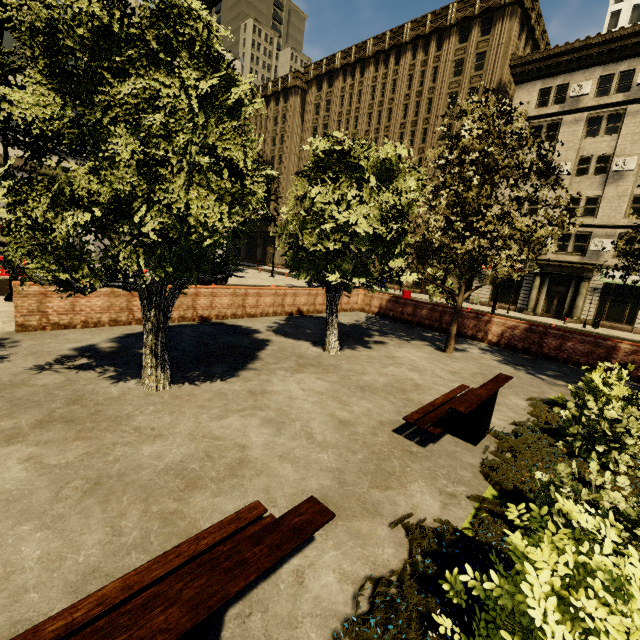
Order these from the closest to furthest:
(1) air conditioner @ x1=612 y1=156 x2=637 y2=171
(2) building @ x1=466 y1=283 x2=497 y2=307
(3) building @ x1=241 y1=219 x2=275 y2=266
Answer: (1) air conditioner @ x1=612 y1=156 x2=637 y2=171 < (2) building @ x1=466 y1=283 x2=497 y2=307 < (3) building @ x1=241 y1=219 x2=275 y2=266

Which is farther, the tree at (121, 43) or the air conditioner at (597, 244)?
the air conditioner at (597, 244)

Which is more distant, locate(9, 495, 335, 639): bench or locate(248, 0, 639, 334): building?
locate(248, 0, 639, 334): building

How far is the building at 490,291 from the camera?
31.2 meters

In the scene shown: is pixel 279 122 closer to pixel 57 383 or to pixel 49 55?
pixel 49 55

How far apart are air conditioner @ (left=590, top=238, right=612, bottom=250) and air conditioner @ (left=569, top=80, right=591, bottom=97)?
11.4m

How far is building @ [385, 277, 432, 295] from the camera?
36.7 meters

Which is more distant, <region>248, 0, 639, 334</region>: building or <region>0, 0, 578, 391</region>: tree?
<region>248, 0, 639, 334</region>: building
